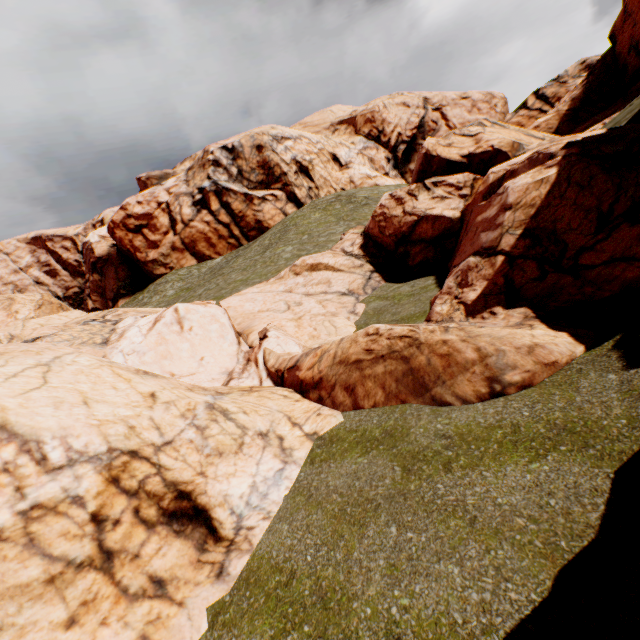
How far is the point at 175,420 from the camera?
6.8 meters
